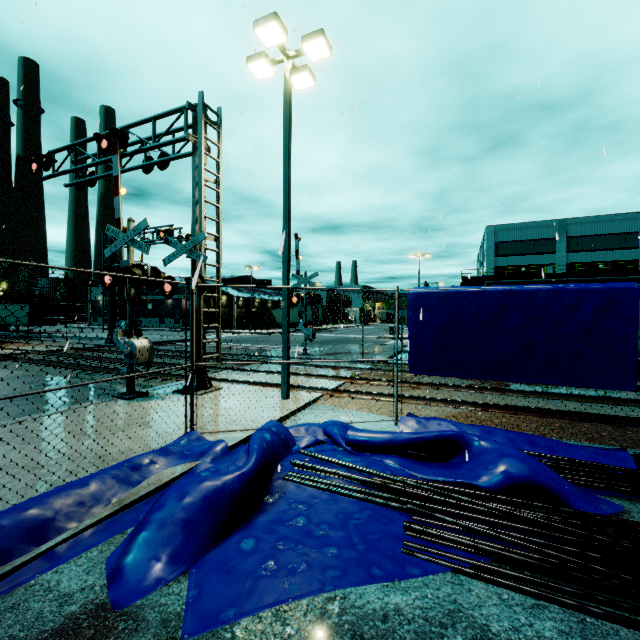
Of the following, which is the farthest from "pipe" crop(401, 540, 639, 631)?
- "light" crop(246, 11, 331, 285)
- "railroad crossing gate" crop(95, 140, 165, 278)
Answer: "railroad crossing gate" crop(95, 140, 165, 278)

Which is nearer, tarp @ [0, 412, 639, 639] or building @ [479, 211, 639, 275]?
tarp @ [0, 412, 639, 639]

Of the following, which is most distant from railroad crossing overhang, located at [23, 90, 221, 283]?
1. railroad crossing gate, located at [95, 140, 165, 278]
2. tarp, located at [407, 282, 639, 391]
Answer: tarp, located at [407, 282, 639, 391]

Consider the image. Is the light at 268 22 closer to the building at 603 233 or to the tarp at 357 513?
the tarp at 357 513

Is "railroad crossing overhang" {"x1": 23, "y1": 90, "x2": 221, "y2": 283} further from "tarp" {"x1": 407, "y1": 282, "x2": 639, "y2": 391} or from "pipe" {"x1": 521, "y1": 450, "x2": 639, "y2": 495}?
"pipe" {"x1": 521, "y1": 450, "x2": 639, "y2": 495}

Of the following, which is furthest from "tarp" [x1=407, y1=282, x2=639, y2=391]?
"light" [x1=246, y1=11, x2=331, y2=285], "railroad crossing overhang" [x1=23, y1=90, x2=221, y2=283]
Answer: "railroad crossing overhang" [x1=23, y1=90, x2=221, y2=283]

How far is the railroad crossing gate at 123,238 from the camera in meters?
8.8 m

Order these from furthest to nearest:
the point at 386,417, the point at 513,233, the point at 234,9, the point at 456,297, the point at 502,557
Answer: the point at 513,233, the point at 234,9, the point at 386,417, the point at 456,297, the point at 502,557
